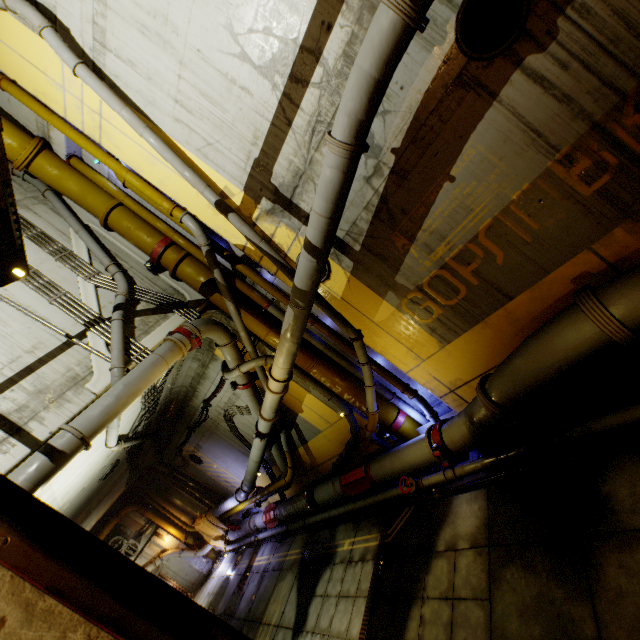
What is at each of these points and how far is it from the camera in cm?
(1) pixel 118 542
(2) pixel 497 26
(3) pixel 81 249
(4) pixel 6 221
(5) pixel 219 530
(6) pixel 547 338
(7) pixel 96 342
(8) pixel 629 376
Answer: (1) air conditioner, 1830
(2) cable, 401
(3) support beam, 812
(4) stairs, 356
(5) cloth, 1833
(6) pipe, 498
(7) support beam, 701
(8) cable, 515

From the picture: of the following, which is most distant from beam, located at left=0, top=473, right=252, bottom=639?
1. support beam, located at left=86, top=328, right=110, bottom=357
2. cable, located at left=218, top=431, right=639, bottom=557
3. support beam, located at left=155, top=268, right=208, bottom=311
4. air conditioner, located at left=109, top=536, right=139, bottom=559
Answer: air conditioner, located at left=109, top=536, right=139, bottom=559

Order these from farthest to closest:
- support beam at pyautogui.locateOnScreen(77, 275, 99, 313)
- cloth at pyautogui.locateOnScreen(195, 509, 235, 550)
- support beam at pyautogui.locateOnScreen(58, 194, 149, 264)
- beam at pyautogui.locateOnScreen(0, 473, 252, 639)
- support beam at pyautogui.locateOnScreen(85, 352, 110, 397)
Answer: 1. cloth at pyautogui.locateOnScreen(195, 509, 235, 550)
2. support beam at pyautogui.locateOnScreen(58, 194, 149, 264)
3. support beam at pyautogui.locateOnScreen(77, 275, 99, 313)
4. support beam at pyautogui.locateOnScreen(85, 352, 110, 397)
5. beam at pyautogui.locateOnScreen(0, 473, 252, 639)

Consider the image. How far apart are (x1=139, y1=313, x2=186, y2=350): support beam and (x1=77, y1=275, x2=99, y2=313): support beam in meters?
1.1

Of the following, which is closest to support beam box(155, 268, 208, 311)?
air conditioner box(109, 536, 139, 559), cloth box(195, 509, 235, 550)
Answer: cloth box(195, 509, 235, 550)

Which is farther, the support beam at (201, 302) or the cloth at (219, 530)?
the cloth at (219, 530)

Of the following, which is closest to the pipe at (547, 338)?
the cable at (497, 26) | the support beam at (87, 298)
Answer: the support beam at (87, 298)

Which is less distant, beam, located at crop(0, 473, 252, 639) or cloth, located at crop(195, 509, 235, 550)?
beam, located at crop(0, 473, 252, 639)
